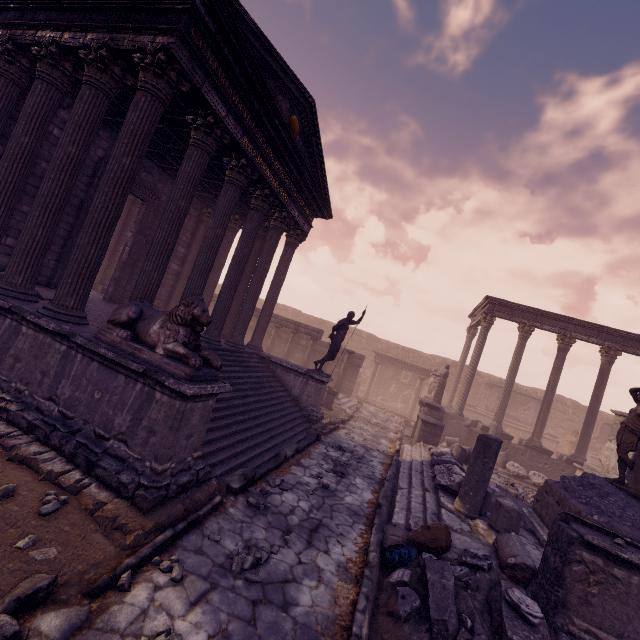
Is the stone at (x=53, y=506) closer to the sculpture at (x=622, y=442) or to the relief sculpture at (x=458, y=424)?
the relief sculpture at (x=458, y=424)

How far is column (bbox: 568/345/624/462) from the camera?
15.0 meters

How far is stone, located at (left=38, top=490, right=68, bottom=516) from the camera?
3.46m

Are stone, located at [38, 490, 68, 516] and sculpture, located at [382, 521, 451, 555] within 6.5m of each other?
yes

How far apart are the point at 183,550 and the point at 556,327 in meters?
18.3 m

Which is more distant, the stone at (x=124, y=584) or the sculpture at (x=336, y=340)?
the sculpture at (x=336, y=340)

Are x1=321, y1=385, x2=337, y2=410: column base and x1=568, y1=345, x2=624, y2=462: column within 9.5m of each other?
no

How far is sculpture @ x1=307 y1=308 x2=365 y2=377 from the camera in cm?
1115
